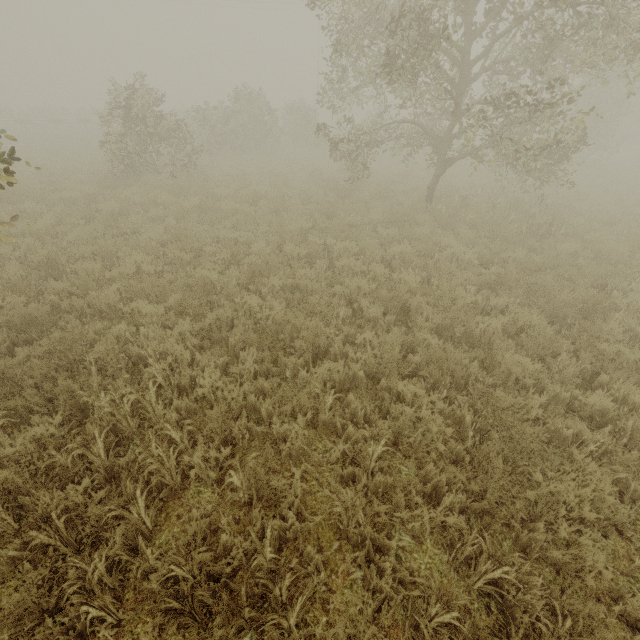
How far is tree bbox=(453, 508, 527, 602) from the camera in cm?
255

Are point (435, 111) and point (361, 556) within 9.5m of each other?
no

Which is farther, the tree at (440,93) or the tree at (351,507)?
the tree at (440,93)

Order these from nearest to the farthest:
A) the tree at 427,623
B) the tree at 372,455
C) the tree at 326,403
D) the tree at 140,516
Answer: the tree at 427,623 < the tree at 140,516 < the tree at 372,455 < the tree at 326,403

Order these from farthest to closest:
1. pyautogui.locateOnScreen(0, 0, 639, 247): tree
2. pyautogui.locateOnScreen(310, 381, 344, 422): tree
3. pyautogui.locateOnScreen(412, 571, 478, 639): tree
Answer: pyautogui.locateOnScreen(0, 0, 639, 247): tree
pyautogui.locateOnScreen(310, 381, 344, 422): tree
pyautogui.locateOnScreen(412, 571, 478, 639): tree

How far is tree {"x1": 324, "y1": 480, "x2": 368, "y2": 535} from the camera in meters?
2.8 m
